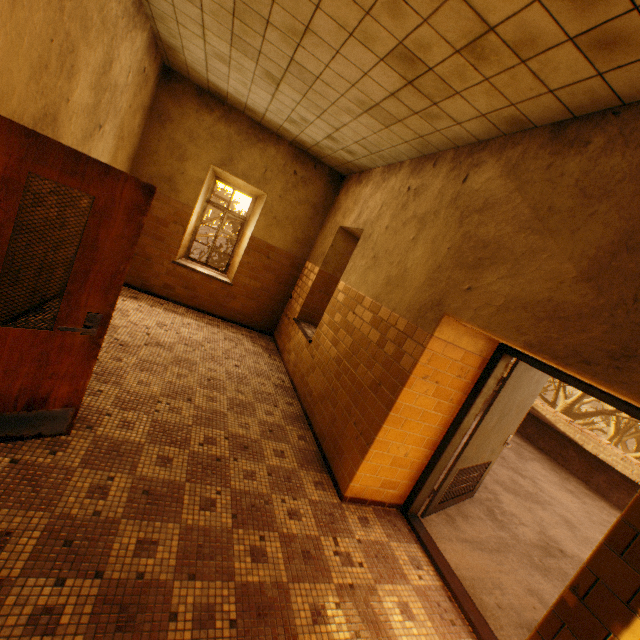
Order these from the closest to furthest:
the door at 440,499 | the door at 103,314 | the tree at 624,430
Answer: the door at 103,314 < the door at 440,499 < the tree at 624,430

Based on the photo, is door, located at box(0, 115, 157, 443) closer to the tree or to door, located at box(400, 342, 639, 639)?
door, located at box(400, 342, 639, 639)

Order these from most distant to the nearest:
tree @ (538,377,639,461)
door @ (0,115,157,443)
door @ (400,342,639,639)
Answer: tree @ (538,377,639,461), door @ (400,342,639,639), door @ (0,115,157,443)

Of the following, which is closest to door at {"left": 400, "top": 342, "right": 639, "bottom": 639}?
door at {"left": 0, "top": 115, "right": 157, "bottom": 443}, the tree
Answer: door at {"left": 0, "top": 115, "right": 157, "bottom": 443}

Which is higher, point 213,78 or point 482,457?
point 213,78

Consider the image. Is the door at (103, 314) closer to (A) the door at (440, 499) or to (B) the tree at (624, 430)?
(A) the door at (440, 499)

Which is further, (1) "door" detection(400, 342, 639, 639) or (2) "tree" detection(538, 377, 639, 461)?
(2) "tree" detection(538, 377, 639, 461)
